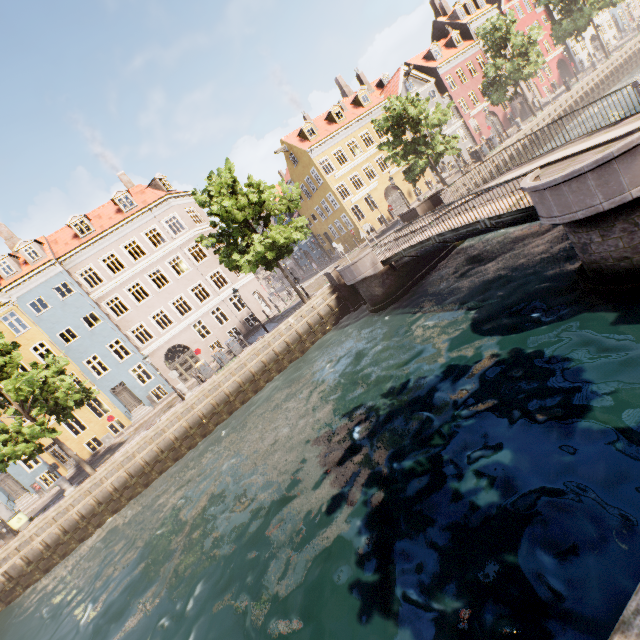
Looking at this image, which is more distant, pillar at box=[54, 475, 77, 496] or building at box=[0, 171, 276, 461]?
building at box=[0, 171, 276, 461]

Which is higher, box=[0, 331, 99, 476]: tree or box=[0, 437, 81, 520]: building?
box=[0, 331, 99, 476]: tree

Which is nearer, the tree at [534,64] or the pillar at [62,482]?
the pillar at [62,482]

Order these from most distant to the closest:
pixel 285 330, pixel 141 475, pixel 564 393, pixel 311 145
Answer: pixel 311 145 → pixel 285 330 → pixel 141 475 → pixel 564 393

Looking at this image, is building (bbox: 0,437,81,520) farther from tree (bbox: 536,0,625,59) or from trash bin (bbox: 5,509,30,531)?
trash bin (bbox: 5,509,30,531)

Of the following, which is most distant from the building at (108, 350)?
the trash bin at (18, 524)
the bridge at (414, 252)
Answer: the bridge at (414, 252)

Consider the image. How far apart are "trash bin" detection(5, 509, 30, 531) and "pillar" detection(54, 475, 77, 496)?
2.4m
